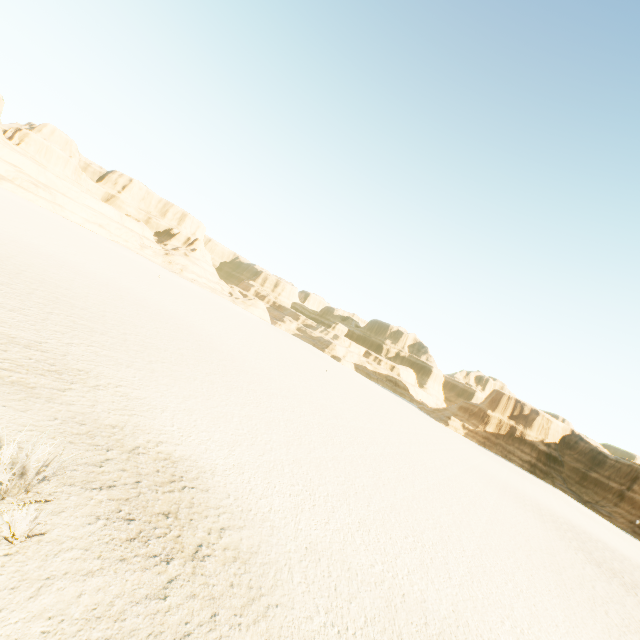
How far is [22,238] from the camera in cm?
2930
